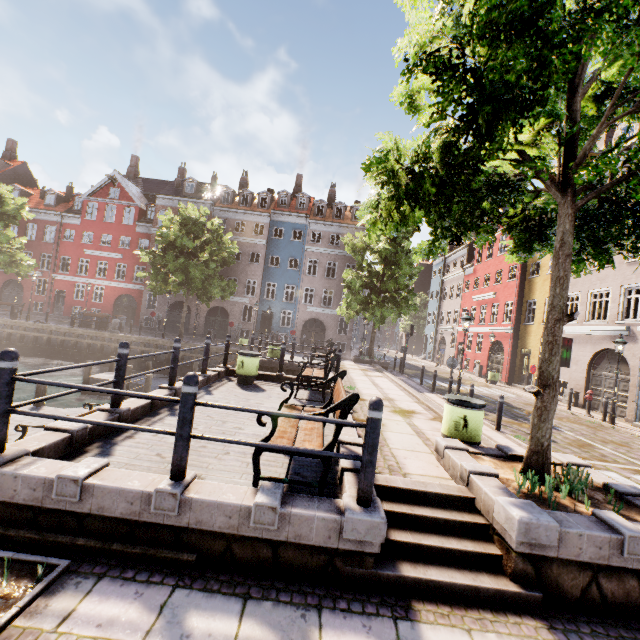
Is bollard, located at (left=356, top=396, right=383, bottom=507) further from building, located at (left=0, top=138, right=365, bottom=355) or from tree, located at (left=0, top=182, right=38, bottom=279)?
building, located at (left=0, top=138, right=365, bottom=355)

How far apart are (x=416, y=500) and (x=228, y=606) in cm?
244

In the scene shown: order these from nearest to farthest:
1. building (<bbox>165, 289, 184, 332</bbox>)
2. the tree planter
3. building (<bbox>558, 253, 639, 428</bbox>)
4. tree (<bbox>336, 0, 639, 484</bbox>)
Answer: the tree planter, tree (<bbox>336, 0, 639, 484</bbox>), building (<bbox>558, 253, 639, 428</bbox>), building (<bbox>165, 289, 184, 332</bbox>)

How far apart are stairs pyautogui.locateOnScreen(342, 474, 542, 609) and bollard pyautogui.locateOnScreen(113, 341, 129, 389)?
4.32m

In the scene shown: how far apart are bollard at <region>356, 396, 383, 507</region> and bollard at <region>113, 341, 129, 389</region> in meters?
4.3 m

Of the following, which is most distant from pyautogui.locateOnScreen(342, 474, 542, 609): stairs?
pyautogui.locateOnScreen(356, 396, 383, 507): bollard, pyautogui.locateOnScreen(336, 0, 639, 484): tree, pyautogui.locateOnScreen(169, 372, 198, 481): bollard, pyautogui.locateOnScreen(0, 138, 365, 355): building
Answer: pyautogui.locateOnScreen(0, 138, 365, 355): building

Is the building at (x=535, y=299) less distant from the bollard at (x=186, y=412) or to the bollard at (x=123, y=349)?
the bollard at (x=186, y=412)

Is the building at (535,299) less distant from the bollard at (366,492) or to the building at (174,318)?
the building at (174,318)
